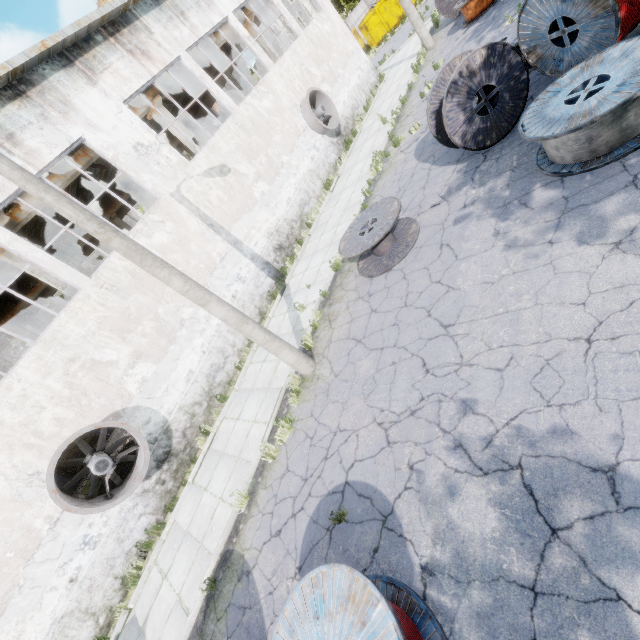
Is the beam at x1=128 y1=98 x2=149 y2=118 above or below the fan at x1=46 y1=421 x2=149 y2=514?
above

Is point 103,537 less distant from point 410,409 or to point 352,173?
point 410,409

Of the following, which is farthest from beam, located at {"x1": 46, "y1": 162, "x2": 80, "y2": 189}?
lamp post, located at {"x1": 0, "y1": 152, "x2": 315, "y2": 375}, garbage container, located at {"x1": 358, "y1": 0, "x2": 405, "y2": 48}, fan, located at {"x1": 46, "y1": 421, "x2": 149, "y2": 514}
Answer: garbage container, located at {"x1": 358, "y1": 0, "x2": 405, "y2": 48}

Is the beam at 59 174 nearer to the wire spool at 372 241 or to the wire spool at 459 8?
the wire spool at 372 241

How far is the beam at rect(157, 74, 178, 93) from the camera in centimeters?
1496cm

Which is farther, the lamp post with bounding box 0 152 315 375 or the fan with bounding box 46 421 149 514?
the fan with bounding box 46 421 149 514

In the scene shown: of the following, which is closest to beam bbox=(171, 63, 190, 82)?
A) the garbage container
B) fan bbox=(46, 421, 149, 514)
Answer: fan bbox=(46, 421, 149, 514)

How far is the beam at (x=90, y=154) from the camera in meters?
12.2 m
